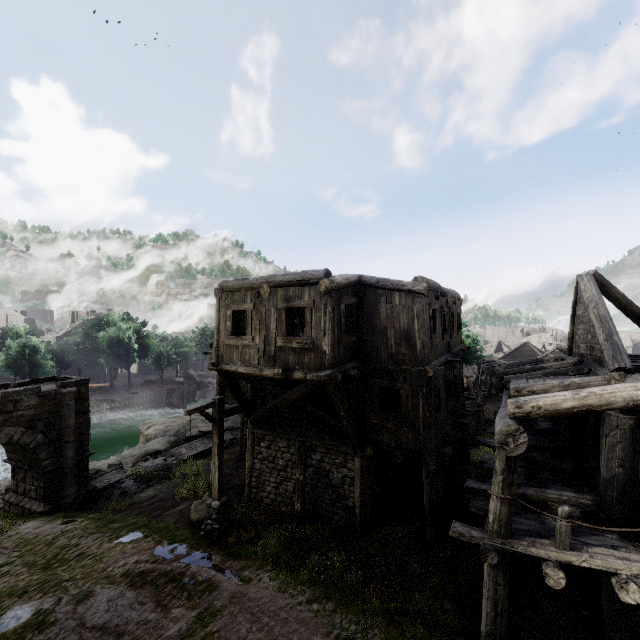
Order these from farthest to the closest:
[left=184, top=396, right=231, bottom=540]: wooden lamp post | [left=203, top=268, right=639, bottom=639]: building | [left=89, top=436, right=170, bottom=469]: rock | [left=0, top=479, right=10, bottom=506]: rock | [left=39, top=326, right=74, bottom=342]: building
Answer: [left=39, top=326, right=74, bottom=342]: building < [left=89, top=436, right=170, bottom=469]: rock < [left=0, top=479, right=10, bottom=506]: rock < [left=184, top=396, right=231, bottom=540]: wooden lamp post < [left=203, top=268, right=639, bottom=639]: building

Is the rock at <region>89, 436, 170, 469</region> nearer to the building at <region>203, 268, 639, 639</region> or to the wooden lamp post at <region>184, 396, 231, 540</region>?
the building at <region>203, 268, 639, 639</region>

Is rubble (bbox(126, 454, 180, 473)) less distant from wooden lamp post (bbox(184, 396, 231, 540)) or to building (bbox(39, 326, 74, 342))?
building (bbox(39, 326, 74, 342))

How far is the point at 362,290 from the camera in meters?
11.3

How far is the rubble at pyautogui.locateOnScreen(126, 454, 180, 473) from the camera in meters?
19.0 m

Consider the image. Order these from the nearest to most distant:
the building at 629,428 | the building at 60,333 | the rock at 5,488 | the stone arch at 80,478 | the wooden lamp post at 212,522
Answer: the building at 629,428, the wooden lamp post at 212,522, the stone arch at 80,478, the rock at 5,488, the building at 60,333

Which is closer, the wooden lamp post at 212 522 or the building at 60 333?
the wooden lamp post at 212 522

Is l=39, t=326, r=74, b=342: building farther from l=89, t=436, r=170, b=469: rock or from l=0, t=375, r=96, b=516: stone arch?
l=89, t=436, r=170, b=469: rock
